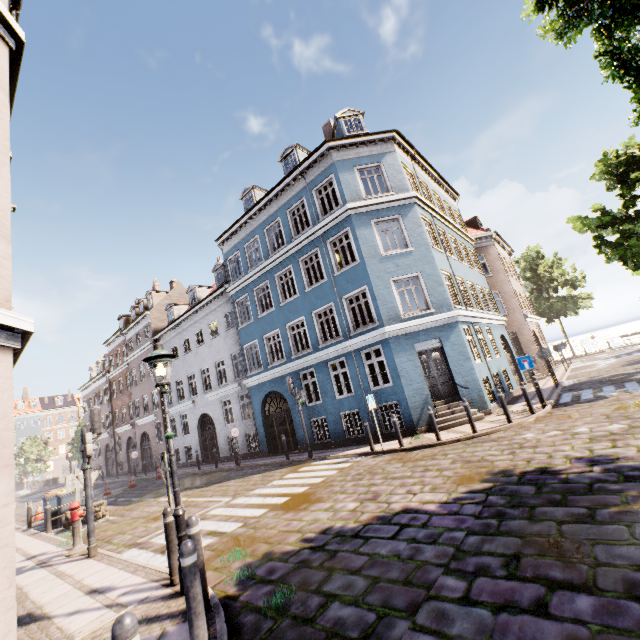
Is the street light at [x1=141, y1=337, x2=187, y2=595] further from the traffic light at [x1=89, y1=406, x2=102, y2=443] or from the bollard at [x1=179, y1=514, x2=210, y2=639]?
the traffic light at [x1=89, y1=406, x2=102, y2=443]

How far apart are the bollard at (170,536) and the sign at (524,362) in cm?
1179

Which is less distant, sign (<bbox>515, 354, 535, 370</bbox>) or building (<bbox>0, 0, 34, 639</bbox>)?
building (<bbox>0, 0, 34, 639</bbox>)

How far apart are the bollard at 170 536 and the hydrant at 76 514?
5.2 meters

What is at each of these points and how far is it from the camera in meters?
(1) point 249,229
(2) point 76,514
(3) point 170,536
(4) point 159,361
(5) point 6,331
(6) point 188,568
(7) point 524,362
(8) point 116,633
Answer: (1) building, 19.8 m
(2) hydrant, 8.5 m
(3) bollard, 5.2 m
(4) street light, 5.4 m
(5) building, 4.6 m
(6) bollard, 3.3 m
(7) sign, 11.6 m
(8) bollard, 2.1 m

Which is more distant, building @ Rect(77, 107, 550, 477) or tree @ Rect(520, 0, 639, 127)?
building @ Rect(77, 107, 550, 477)

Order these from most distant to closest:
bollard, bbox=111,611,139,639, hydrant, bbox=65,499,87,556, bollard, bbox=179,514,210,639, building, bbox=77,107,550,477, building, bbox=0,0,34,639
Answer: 1. building, bbox=77,107,550,477
2. hydrant, bbox=65,499,87,556
3. building, bbox=0,0,34,639
4. bollard, bbox=179,514,210,639
5. bollard, bbox=111,611,139,639

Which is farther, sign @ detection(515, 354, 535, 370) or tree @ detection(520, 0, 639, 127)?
sign @ detection(515, 354, 535, 370)
